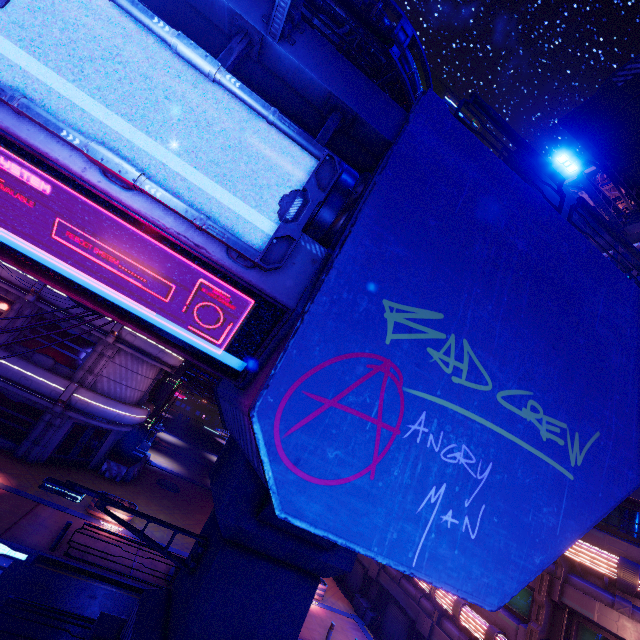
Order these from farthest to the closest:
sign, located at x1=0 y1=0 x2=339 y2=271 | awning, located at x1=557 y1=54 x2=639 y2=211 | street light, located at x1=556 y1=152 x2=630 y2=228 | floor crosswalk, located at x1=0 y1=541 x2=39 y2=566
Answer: floor crosswalk, located at x1=0 y1=541 x2=39 y2=566 < street light, located at x1=556 y1=152 x2=630 y2=228 < awning, located at x1=557 y1=54 x2=639 y2=211 < sign, located at x1=0 y1=0 x2=339 y2=271

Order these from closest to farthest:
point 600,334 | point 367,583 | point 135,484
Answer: point 600,334, point 367,583, point 135,484

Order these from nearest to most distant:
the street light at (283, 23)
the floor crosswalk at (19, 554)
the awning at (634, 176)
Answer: the street light at (283, 23) → the awning at (634, 176) → the floor crosswalk at (19, 554)

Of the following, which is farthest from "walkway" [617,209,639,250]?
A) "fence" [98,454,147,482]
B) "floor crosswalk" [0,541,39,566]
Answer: "floor crosswalk" [0,541,39,566]

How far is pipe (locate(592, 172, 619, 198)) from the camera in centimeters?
1459cm

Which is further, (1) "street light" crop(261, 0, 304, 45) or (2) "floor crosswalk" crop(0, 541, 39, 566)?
(2) "floor crosswalk" crop(0, 541, 39, 566)

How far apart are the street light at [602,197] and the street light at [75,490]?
14.18m

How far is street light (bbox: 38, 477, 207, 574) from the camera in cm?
577
